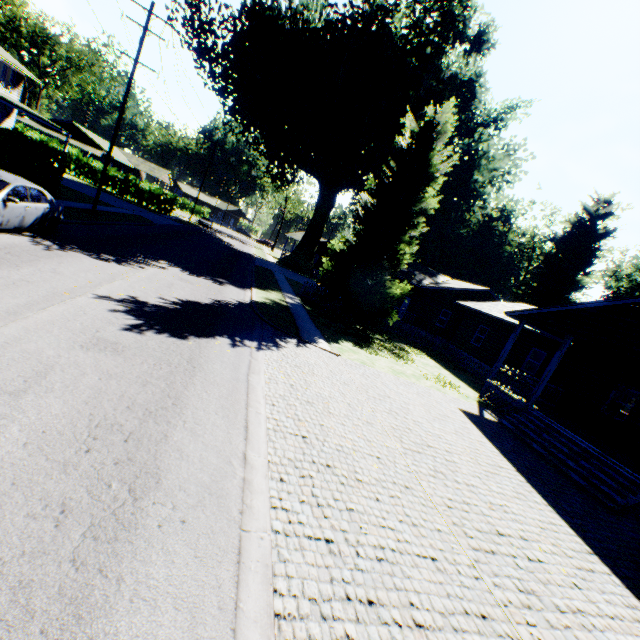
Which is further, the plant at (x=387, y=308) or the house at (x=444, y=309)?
the plant at (x=387, y=308)

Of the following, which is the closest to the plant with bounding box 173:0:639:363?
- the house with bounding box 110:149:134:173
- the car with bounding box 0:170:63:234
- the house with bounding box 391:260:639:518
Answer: the house with bounding box 391:260:639:518

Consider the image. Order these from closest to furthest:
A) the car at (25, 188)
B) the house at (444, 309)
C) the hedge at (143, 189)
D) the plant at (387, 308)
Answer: the car at (25, 188)
the house at (444, 309)
the plant at (387, 308)
the hedge at (143, 189)

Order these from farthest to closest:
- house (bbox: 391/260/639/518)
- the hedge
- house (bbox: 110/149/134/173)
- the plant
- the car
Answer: house (bbox: 110/149/134/173) → the hedge → the plant → house (bbox: 391/260/639/518) → the car

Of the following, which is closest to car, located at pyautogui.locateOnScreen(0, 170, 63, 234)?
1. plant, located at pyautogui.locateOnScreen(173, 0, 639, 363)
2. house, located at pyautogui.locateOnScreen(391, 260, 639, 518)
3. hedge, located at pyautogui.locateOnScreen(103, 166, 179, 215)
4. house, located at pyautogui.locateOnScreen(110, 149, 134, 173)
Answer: plant, located at pyautogui.locateOnScreen(173, 0, 639, 363)

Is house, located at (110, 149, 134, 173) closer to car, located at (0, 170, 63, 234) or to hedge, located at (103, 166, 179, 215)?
hedge, located at (103, 166, 179, 215)

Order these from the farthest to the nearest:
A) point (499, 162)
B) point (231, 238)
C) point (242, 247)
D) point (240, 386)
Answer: point (231, 238) → point (242, 247) → point (499, 162) → point (240, 386)
